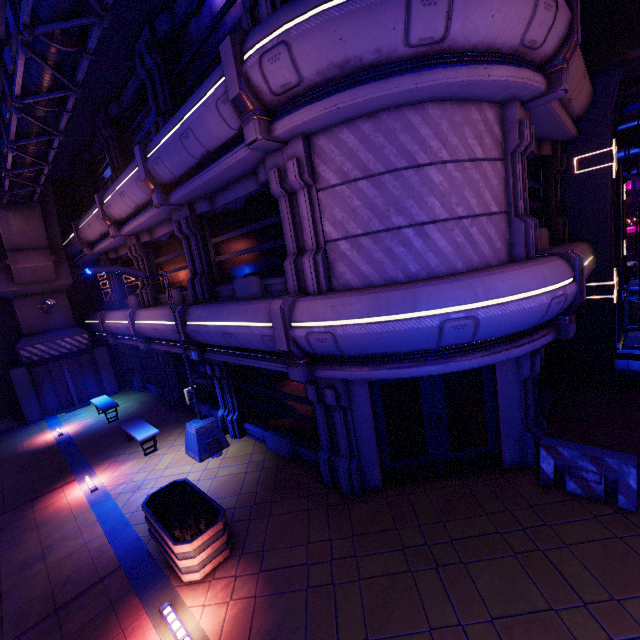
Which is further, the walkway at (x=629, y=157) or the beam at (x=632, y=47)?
the walkway at (x=629, y=157)

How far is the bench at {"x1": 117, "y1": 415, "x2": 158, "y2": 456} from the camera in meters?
10.6 m

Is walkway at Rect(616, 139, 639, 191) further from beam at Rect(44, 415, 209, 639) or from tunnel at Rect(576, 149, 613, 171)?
beam at Rect(44, 415, 209, 639)

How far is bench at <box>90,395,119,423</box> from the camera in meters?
13.9

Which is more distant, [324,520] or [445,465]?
[445,465]

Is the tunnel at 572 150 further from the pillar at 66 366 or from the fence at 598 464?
the pillar at 66 366

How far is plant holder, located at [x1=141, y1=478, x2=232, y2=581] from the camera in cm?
574

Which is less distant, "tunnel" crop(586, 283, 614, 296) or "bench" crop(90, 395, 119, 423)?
"tunnel" crop(586, 283, 614, 296)
